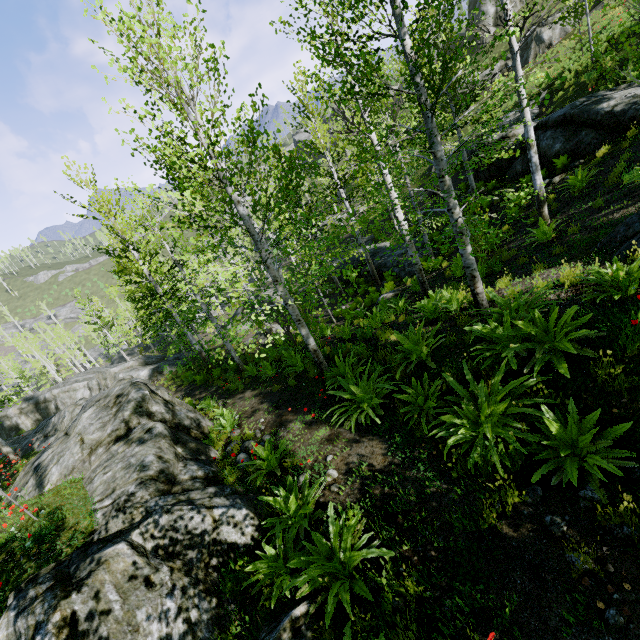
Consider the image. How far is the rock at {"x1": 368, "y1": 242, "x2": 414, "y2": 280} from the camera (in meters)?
17.09

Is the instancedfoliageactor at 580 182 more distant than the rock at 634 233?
Yes

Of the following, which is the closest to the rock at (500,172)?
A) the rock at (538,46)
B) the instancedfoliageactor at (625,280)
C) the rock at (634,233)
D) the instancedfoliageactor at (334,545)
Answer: the rock at (634,233)

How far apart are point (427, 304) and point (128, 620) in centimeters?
724cm

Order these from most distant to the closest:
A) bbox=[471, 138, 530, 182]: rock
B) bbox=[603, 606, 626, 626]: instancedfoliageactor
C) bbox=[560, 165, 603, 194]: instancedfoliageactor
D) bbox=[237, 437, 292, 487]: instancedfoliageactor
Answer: bbox=[471, 138, 530, 182]: rock, bbox=[560, 165, 603, 194]: instancedfoliageactor, bbox=[237, 437, 292, 487]: instancedfoliageactor, bbox=[603, 606, 626, 626]: instancedfoliageactor

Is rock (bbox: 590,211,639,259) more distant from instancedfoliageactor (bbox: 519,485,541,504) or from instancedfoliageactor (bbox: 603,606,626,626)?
instancedfoliageactor (bbox: 519,485,541,504)

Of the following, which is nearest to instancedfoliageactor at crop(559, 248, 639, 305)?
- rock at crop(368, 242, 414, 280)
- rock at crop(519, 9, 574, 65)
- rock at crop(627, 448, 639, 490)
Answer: rock at crop(627, 448, 639, 490)

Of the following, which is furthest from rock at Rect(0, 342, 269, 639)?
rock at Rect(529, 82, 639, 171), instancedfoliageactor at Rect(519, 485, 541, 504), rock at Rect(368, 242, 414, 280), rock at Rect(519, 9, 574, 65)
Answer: rock at Rect(519, 9, 574, 65)
